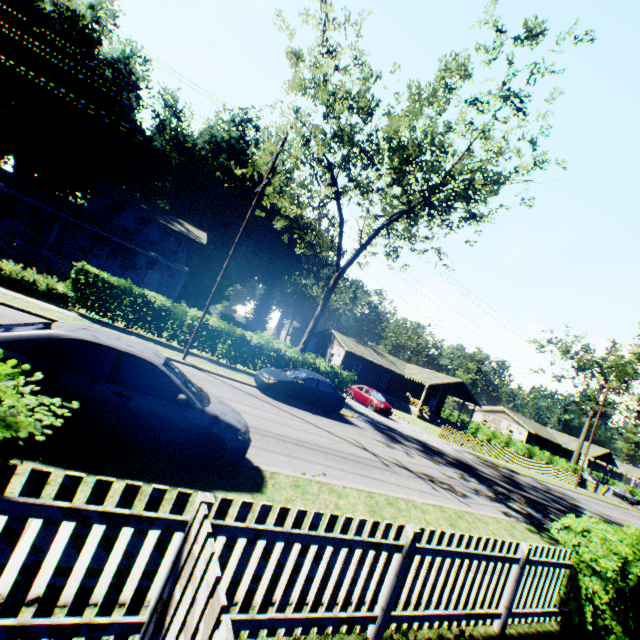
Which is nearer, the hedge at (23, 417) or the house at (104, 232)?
the hedge at (23, 417)

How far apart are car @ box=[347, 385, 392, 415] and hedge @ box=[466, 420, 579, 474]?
27.99m

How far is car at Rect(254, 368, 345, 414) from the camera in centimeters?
1495cm

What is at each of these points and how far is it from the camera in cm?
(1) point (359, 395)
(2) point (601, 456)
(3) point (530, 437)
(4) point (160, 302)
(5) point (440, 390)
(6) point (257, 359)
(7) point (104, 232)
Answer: (1) car, 2819
(2) house, 5656
(3) house, 5506
(4) hedge, 1659
(5) house, 4147
(6) hedge, 1925
(7) house, 2694

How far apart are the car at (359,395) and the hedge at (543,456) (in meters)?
27.99

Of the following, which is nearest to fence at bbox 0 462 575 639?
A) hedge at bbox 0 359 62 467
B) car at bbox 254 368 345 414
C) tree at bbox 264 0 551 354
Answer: hedge at bbox 0 359 62 467

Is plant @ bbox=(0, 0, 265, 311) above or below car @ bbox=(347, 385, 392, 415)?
above

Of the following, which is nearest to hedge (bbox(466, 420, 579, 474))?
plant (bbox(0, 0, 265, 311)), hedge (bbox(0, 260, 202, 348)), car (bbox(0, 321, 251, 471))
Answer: plant (bbox(0, 0, 265, 311))
